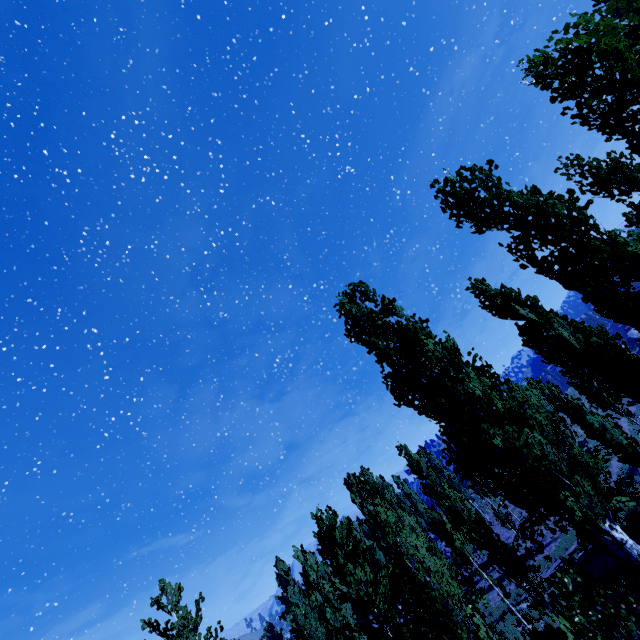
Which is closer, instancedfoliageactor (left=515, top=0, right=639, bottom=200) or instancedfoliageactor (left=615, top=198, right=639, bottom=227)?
instancedfoliageactor (left=515, top=0, right=639, bottom=200)

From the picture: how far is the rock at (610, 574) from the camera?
15.2 meters

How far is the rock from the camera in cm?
1523

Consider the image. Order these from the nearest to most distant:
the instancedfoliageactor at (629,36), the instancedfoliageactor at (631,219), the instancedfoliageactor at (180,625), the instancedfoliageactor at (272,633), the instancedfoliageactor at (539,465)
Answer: the instancedfoliageactor at (629,36), the instancedfoliageactor at (539,465), the instancedfoliageactor at (631,219), the instancedfoliageactor at (180,625), the instancedfoliageactor at (272,633)

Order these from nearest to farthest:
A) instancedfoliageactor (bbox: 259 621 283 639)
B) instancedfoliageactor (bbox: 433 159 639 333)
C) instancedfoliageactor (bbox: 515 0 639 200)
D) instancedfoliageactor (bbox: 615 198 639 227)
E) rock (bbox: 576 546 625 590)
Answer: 1. instancedfoliageactor (bbox: 433 159 639 333)
2. instancedfoliageactor (bbox: 515 0 639 200)
3. instancedfoliageactor (bbox: 615 198 639 227)
4. rock (bbox: 576 546 625 590)
5. instancedfoliageactor (bbox: 259 621 283 639)

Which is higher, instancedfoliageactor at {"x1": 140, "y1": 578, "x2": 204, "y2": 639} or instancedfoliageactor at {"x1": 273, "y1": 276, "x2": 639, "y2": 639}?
instancedfoliageactor at {"x1": 140, "y1": 578, "x2": 204, "y2": 639}

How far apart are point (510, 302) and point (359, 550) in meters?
14.1 m
